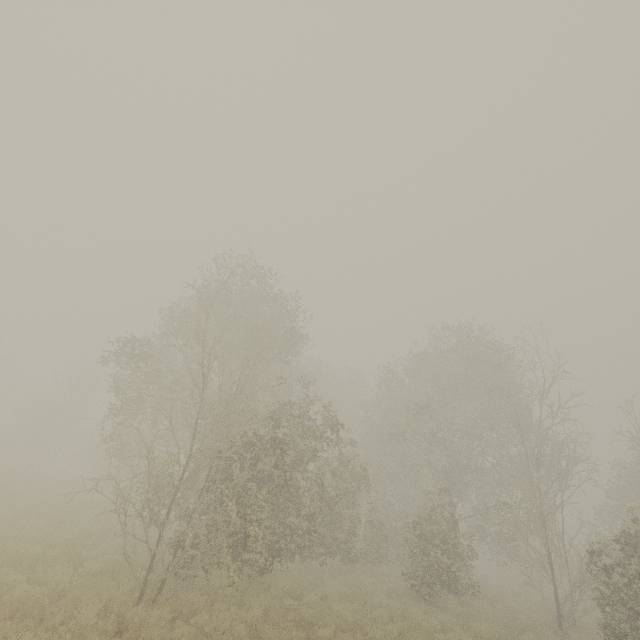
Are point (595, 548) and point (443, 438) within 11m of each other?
yes
